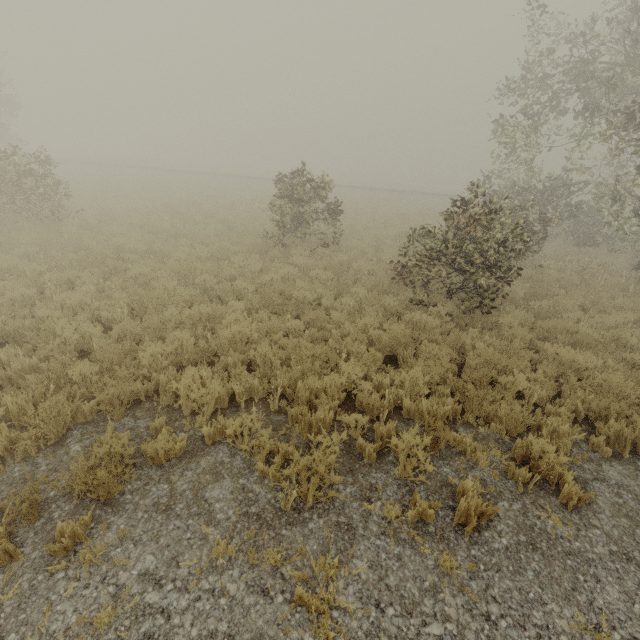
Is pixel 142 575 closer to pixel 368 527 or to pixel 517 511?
pixel 368 527
